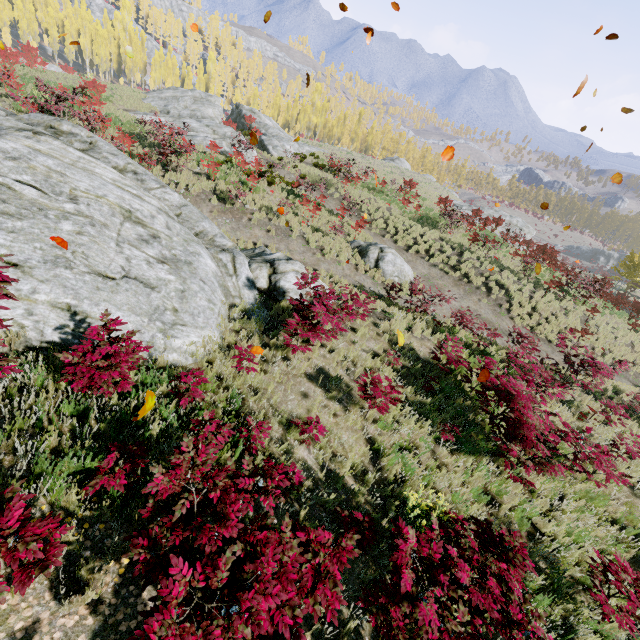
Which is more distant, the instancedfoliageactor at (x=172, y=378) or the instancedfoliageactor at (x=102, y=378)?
the instancedfoliageactor at (x=172, y=378)

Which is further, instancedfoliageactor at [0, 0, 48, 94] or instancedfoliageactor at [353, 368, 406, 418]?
instancedfoliageactor at [0, 0, 48, 94]

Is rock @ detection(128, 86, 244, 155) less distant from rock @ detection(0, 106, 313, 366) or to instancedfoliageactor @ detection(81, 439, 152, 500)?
instancedfoliageactor @ detection(81, 439, 152, 500)

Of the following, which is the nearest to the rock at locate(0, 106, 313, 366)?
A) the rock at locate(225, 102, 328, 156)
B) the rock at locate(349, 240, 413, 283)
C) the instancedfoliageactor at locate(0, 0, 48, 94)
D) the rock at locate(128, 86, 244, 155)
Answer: the instancedfoliageactor at locate(0, 0, 48, 94)

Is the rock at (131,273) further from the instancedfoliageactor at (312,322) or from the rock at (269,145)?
the rock at (269,145)

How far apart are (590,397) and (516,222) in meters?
34.0 m

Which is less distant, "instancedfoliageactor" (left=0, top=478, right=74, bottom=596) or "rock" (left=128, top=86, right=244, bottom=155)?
"instancedfoliageactor" (left=0, top=478, right=74, bottom=596)

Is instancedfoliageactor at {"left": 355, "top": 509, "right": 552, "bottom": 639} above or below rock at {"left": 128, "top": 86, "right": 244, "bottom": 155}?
below
